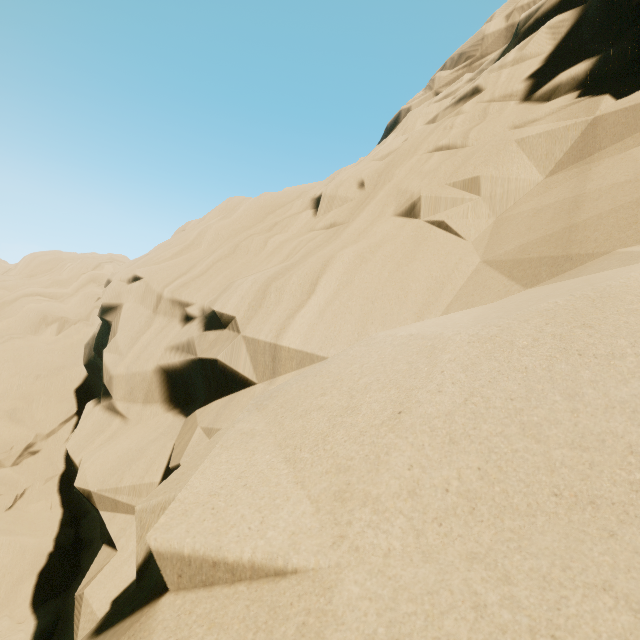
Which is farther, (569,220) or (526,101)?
(526,101)
